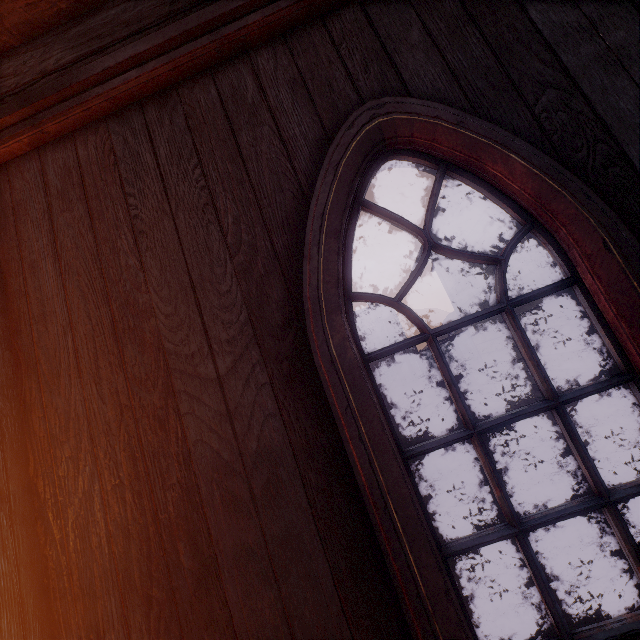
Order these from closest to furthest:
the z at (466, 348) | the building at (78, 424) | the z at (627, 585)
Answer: the building at (78, 424) < the z at (627, 585) < the z at (466, 348)

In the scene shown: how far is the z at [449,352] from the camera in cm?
4812

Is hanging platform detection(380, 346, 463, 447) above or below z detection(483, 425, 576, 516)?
above

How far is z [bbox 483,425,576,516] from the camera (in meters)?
5.51

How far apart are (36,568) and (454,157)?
2.3 meters

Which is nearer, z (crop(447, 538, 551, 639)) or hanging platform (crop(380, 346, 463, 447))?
z (crop(447, 538, 551, 639))

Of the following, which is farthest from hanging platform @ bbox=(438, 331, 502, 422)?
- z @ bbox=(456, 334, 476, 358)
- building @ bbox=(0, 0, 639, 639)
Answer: building @ bbox=(0, 0, 639, 639)

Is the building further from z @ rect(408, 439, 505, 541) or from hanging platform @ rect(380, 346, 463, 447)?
hanging platform @ rect(380, 346, 463, 447)
